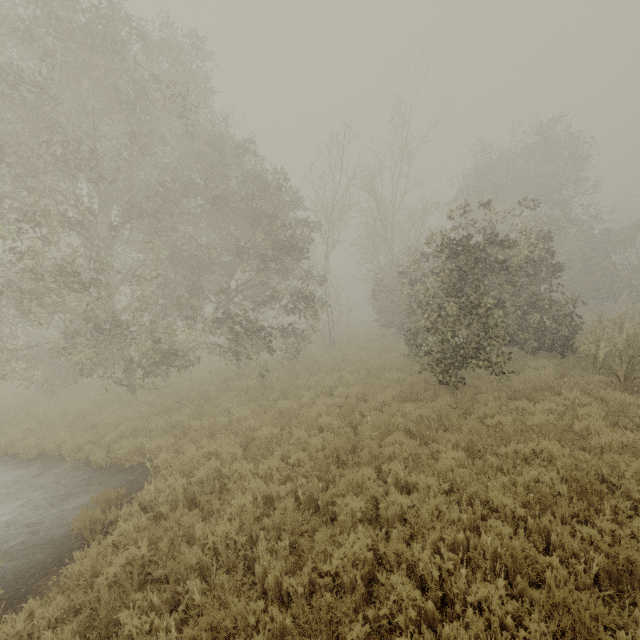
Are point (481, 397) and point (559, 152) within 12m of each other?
no
